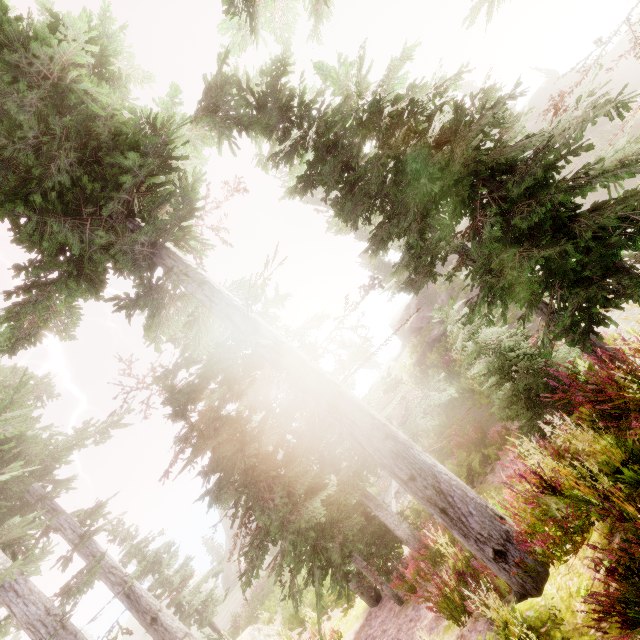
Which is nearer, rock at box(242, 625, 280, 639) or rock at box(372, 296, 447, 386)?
rock at box(242, 625, 280, 639)

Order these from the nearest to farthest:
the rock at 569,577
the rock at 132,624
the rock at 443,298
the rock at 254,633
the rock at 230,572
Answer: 1. the rock at 569,577
2. the rock at 254,633
3. the rock at 443,298
4. the rock at 230,572
5. the rock at 132,624

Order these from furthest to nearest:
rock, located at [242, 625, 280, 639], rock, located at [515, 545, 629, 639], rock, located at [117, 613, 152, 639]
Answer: rock, located at [117, 613, 152, 639]
rock, located at [242, 625, 280, 639]
rock, located at [515, 545, 629, 639]

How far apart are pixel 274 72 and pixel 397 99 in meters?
5.5 m

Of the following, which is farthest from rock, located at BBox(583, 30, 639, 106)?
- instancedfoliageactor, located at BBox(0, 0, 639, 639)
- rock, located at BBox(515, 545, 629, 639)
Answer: rock, located at BBox(515, 545, 629, 639)

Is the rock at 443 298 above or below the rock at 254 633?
above

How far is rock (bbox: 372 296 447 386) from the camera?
29.7m

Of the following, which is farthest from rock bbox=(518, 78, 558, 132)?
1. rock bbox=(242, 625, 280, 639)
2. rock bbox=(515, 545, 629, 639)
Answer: rock bbox=(242, 625, 280, 639)
